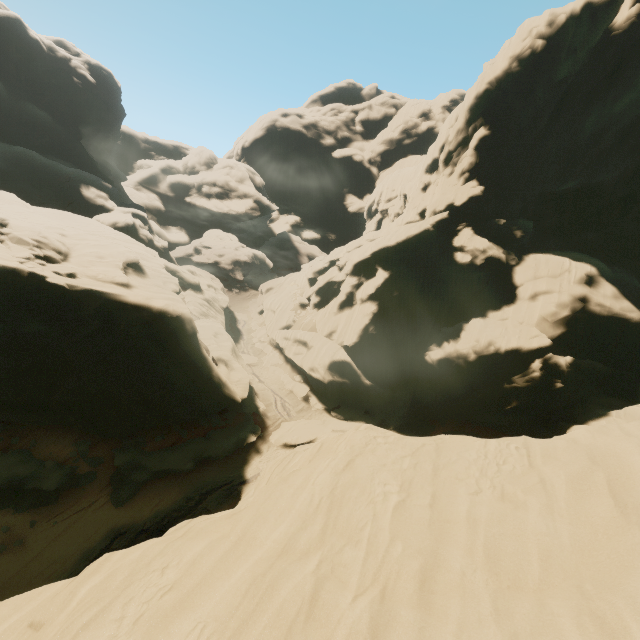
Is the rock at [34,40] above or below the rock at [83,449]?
above

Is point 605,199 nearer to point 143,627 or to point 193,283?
point 193,283

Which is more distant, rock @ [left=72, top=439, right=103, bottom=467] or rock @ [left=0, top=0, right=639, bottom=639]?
rock @ [left=72, top=439, right=103, bottom=467]

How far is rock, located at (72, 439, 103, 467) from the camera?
19.9m

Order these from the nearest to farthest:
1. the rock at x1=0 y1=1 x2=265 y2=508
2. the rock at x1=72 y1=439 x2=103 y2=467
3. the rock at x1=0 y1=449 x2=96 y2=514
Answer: the rock at x1=0 y1=449 x2=96 y2=514 < the rock at x1=0 y1=1 x2=265 y2=508 < the rock at x1=72 y1=439 x2=103 y2=467

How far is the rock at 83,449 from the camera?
19.92m
